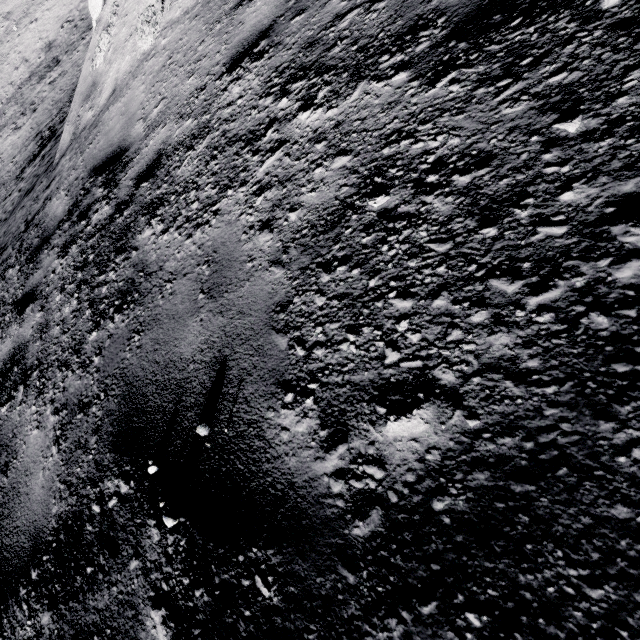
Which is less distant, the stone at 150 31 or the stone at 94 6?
the stone at 150 31

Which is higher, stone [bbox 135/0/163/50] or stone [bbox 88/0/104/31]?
stone [bbox 88/0/104/31]

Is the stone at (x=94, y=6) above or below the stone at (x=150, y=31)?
above

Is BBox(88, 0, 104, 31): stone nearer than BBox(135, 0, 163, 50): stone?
No

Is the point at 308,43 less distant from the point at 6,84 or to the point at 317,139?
the point at 317,139
